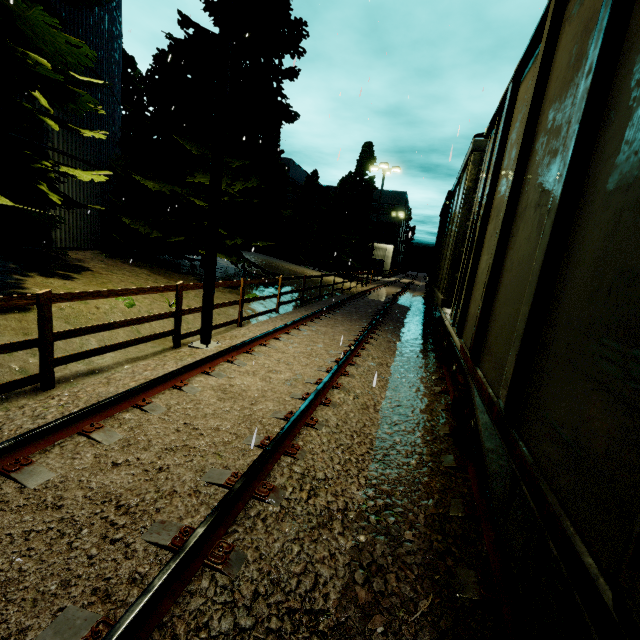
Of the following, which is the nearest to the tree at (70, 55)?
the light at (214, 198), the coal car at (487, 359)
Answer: the light at (214, 198)

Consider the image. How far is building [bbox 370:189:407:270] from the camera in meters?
52.5 m

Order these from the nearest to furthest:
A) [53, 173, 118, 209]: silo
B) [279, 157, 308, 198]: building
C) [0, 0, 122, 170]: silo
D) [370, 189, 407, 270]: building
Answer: [0, 0, 122, 170]: silo
[53, 173, 118, 209]: silo
[279, 157, 308, 198]: building
[370, 189, 407, 270]: building

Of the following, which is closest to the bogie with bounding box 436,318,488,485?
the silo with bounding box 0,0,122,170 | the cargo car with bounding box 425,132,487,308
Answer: the cargo car with bounding box 425,132,487,308

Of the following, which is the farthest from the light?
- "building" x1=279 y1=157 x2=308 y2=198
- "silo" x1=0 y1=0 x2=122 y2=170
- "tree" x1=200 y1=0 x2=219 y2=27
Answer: "building" x1=279 y1=157 x2=308 y2=198

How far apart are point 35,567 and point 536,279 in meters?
3.5

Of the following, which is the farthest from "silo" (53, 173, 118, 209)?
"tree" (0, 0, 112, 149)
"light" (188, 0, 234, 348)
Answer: "light" (188, 0, 234, 348)

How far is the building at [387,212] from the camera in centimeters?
5253cm
